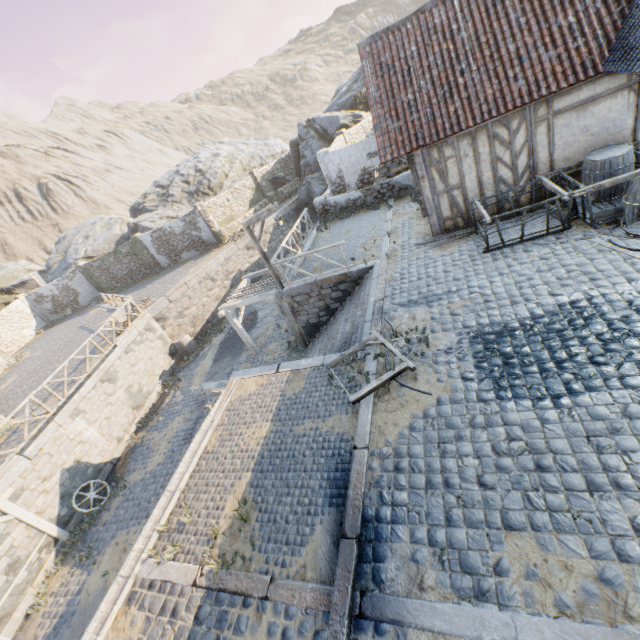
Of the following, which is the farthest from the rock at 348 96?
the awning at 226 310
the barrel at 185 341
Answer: the awning at 226 310

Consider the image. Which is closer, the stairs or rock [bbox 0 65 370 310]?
the stairs

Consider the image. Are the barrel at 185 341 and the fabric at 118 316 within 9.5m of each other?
yes

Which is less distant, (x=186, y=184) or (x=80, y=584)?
(x=80, y=584)

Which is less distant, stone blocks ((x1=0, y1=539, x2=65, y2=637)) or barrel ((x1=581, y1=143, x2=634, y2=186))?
barrel ((x1=581, y1=143, x2=634, y2=186))

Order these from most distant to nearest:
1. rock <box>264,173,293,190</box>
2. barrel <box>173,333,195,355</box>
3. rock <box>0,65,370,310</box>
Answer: rock <box>264,173,293,190</box> < rock <box>0,65,370,310</box> < barrel <box>173,333,195,355</box>

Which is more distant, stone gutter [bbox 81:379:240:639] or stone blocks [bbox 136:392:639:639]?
stone gutter [bbox 81:379:240:639]

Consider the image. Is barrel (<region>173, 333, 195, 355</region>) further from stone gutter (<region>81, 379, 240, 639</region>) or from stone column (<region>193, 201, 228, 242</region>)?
stone gutter (<region>81, 379, 240, 639</region>)
